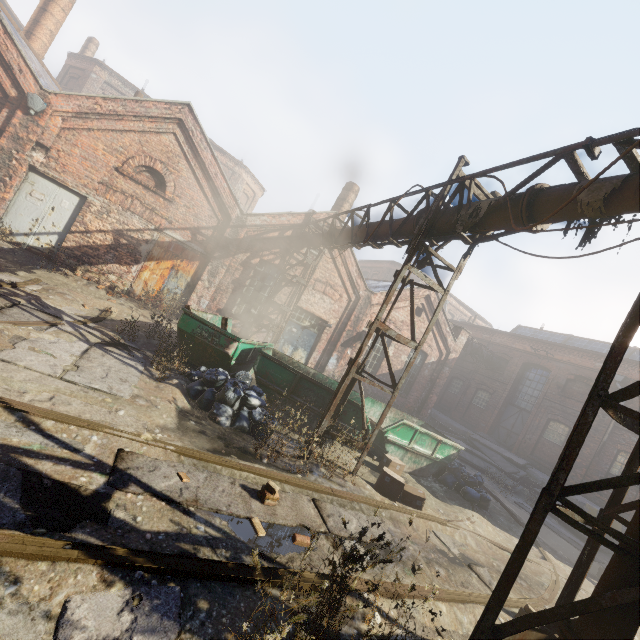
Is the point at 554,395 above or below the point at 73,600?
above

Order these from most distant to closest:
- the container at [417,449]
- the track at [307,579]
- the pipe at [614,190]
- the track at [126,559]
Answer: the container at [417,449] < the pipe at [614,190] < the track at [307,579] < the track at [126,559]

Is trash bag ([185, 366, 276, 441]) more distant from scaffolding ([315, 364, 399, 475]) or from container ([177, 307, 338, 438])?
scaffolding ([315, 364, 399, 475])

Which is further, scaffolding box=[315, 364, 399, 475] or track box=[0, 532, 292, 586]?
scaffolding box=[315, 364, 399, 475]

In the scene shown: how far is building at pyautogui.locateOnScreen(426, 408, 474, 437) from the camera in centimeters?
2145cm

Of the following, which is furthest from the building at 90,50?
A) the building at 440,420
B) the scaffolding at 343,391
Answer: the building at 440,420

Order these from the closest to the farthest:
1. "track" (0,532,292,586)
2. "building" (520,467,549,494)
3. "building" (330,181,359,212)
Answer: "track" (0,532,292,586)
"building" (520,467,549,494)
"building" (330,181,359,212)

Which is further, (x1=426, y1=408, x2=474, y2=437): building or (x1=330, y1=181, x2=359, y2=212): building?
(x1=426, y1=408, x2=474, y2=437): building
